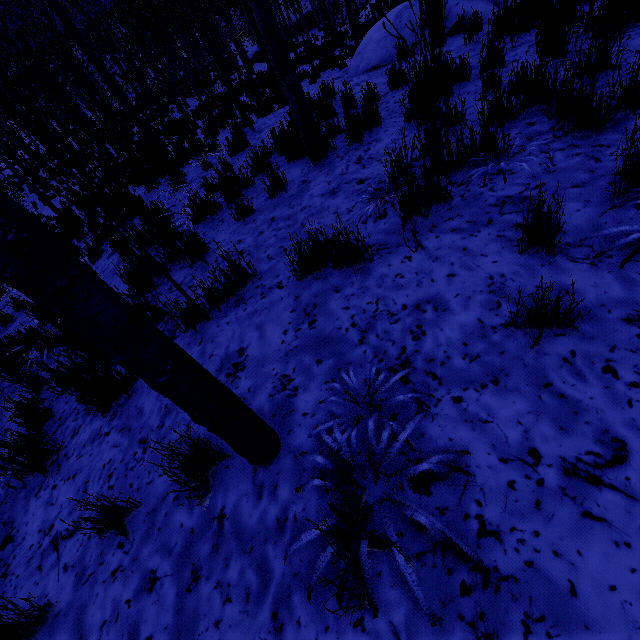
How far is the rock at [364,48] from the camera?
7.5m

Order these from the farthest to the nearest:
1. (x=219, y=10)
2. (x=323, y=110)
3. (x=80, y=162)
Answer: (x=219, y=10), (x=323, y=110), (x=80, y=162)

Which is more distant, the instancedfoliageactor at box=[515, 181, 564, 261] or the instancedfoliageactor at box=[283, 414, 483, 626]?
the instancedfoliageactor at box=[515, 181, 564, 261]

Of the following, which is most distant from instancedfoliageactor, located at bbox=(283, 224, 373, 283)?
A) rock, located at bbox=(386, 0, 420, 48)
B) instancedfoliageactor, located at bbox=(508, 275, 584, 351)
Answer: rock, located at bbox=(386, 0, 420, 48)

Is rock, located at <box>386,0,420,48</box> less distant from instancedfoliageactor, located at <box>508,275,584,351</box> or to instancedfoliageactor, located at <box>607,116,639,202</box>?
instancedfoliageactor, located at <box>607,116,639,202</box>

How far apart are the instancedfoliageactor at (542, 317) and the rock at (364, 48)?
8.2 meters

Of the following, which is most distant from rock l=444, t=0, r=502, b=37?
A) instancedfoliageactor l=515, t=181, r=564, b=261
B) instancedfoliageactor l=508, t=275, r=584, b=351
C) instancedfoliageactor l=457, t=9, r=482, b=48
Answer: instancedfoliageactor l=508, t=275, r=584, b=351
